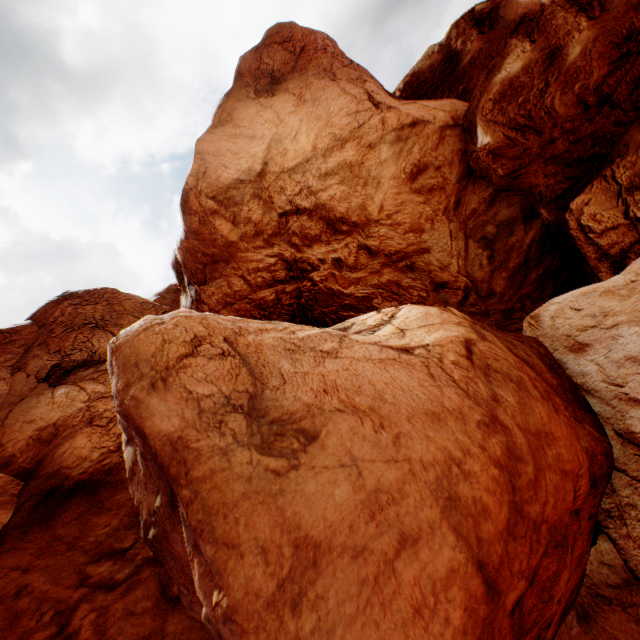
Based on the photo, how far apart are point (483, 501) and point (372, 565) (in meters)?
1.65
